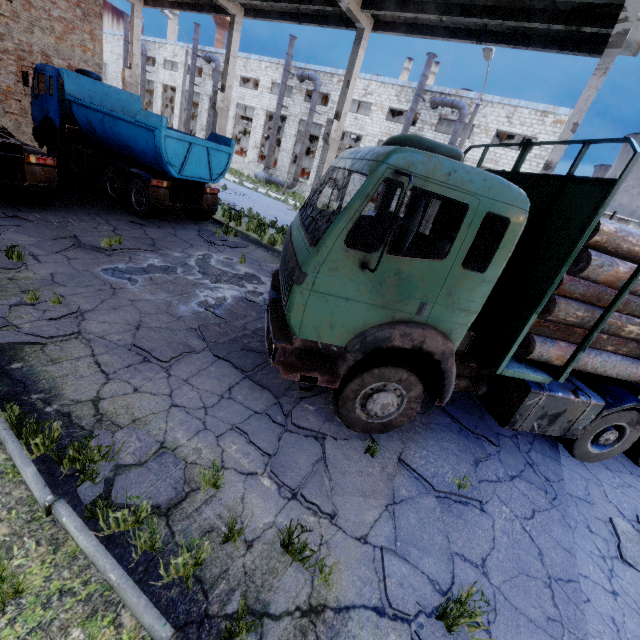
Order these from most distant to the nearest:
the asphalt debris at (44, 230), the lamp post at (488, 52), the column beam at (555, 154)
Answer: the lamp post at (488, 52) < the column beam at (555, 154) < the asphalt debris at (44, 230)

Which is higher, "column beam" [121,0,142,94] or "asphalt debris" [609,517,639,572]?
"column beam" [121,0,142,94]

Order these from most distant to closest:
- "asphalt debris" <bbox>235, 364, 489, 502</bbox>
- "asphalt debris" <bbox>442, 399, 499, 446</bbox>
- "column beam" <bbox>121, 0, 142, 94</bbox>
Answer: "column beam" <bbox>121, 0, 142, 94</bbox> → "asphalt debris" <bbox>442, 399, 499, 446</bbox> → "asphalt debris" <bbox>235, 364, 489, 502</bbox>

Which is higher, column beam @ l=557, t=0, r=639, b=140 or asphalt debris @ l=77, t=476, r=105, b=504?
column beam @ l=557, t=0, r=639, b=140

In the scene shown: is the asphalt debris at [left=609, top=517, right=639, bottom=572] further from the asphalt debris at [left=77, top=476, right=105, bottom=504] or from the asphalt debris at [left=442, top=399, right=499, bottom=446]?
the asphalt debris at [left=77, top=476, right=105, bottom=504]

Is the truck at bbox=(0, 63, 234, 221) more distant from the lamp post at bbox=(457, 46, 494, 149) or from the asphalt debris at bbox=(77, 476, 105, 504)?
the lamp post at bbox=(457, 46, 494, 149)

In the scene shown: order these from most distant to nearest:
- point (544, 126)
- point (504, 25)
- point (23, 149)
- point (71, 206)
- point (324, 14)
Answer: point (544, 126), point (324, 14), point (71, 206), point (504, 25), point (23, 149)

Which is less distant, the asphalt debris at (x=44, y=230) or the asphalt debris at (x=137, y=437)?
the asphalt debris at (x=137, y=437)
